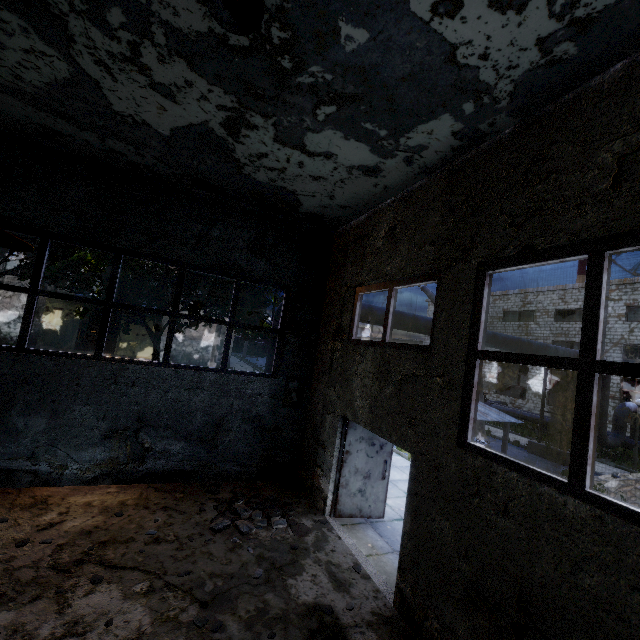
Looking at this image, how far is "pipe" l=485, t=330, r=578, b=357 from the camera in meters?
13.0 m

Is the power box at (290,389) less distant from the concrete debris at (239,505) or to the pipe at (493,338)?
the pipe at (493,338)

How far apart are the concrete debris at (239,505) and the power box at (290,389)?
1.93m

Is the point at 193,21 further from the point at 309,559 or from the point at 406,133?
the point at 309,559

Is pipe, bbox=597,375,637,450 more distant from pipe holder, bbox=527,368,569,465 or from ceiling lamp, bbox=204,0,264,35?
ceiling lamp, bbox=204,0,264,35

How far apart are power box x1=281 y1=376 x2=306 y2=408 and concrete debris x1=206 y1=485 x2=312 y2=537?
1.9m

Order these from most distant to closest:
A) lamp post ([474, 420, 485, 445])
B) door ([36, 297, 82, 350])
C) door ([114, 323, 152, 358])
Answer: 1. door ([114, 323, 152, 358])
2. door ([36, 297, 82, 350])
3. lamp post ([474, 420, 485, 445])

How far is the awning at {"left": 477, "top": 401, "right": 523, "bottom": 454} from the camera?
5.05m
